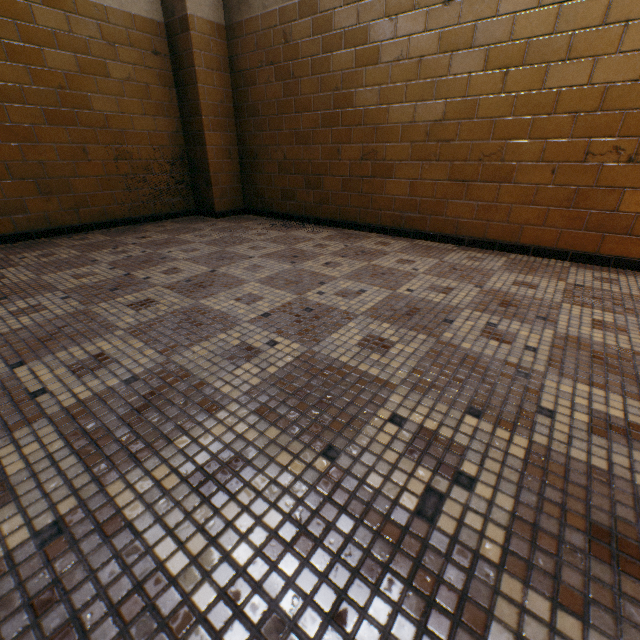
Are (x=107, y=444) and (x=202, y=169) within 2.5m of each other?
no
